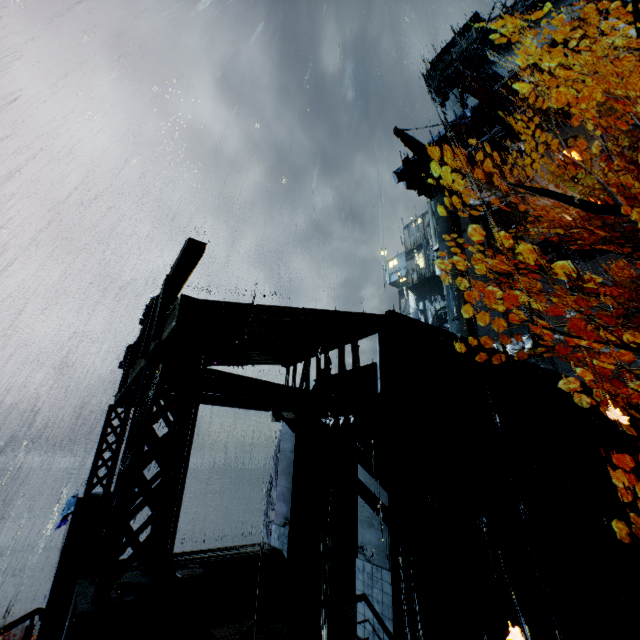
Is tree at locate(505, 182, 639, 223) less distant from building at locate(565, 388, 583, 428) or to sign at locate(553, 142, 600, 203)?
building at locate(565, 388, 583, 428)

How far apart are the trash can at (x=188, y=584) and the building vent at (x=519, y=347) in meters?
25.6

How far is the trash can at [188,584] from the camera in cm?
909

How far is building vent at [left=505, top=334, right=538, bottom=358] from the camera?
25.2 meters

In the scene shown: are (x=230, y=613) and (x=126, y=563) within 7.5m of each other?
no

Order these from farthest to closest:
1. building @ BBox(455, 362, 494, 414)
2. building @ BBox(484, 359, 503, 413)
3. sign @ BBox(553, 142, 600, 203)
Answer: sign @ BBox(553, 142, 600, 203)
building @ BBox(484, 359, 503, 413)
building @ BBox(455, 362, 494, 414)

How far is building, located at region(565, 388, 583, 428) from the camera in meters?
16.6

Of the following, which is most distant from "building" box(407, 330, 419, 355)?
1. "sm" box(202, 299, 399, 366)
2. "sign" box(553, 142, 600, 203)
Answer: "sign" box(553, 142, 600, 203)
